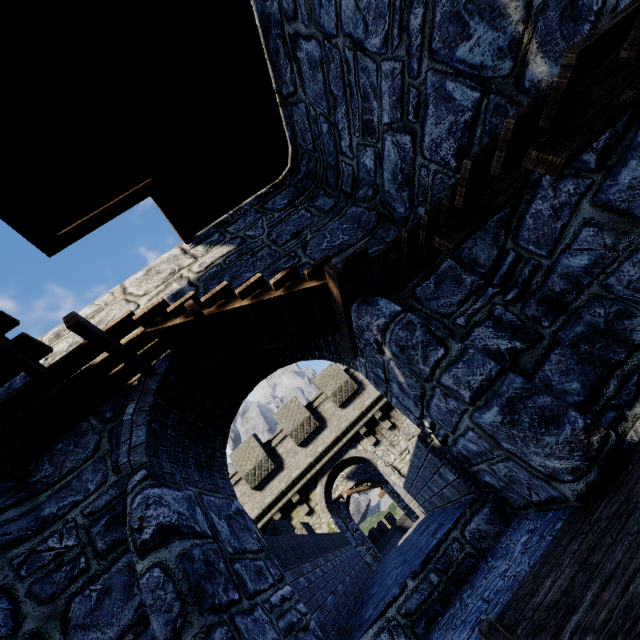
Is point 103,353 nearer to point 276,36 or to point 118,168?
point 118,168
